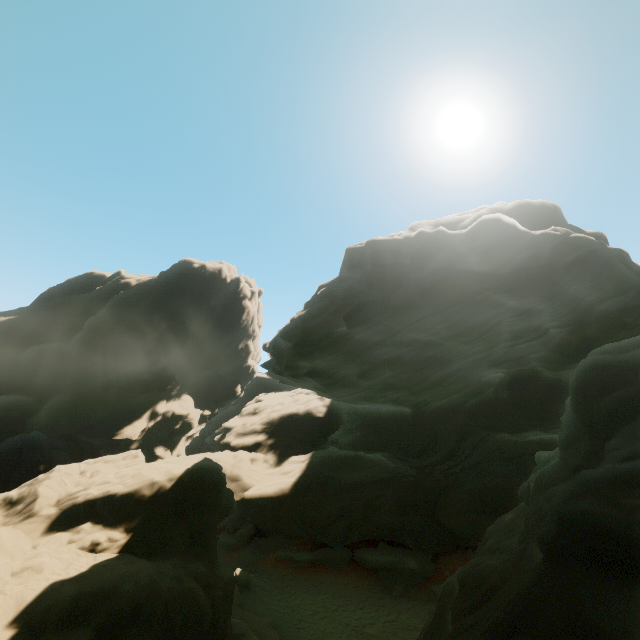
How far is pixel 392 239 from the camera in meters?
14.3
